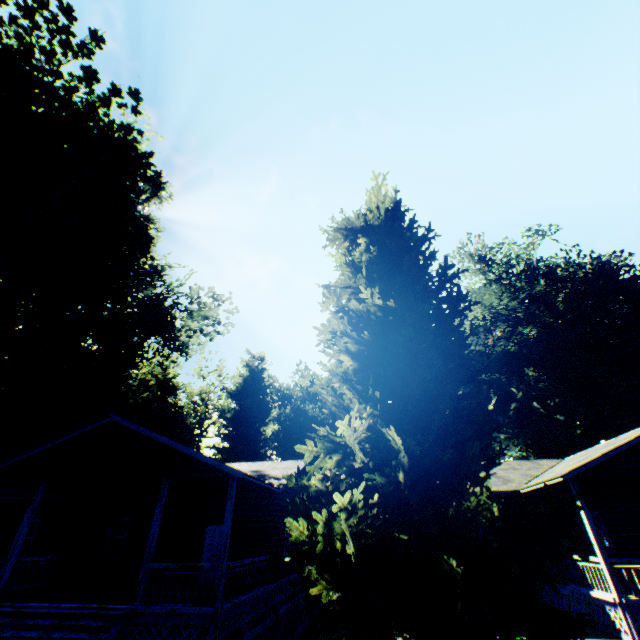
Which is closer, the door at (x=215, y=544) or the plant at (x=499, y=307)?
the plant at (x=499, y=307)

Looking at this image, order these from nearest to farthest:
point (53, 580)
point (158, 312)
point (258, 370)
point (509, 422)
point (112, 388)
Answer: point (53, 580)
point (112, 388)
point (509, 422)
point (158, 312)
point (258, 370)

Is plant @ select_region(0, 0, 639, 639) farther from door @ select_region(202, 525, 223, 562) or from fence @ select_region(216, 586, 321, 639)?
door @ select_region(202, 525, 223, 562)

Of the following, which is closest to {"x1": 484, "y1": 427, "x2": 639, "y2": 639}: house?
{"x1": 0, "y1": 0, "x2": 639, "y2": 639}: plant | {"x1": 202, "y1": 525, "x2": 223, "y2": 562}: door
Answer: {"x1": 202, "y1": 525, "x2": 223, "y2": 562}: door

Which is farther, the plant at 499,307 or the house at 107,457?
the house at 107,457

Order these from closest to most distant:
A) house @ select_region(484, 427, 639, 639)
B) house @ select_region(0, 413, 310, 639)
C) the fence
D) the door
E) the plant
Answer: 1. the plant
2. the fence
3. house @ select_region(0, 413, 310, 639)
4. house @ select_region(484, 427, 639, 639)
5. the door

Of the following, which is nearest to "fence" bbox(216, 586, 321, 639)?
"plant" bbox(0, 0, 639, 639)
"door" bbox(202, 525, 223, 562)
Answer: "plant" bbox(0, 0, 639, 639)
